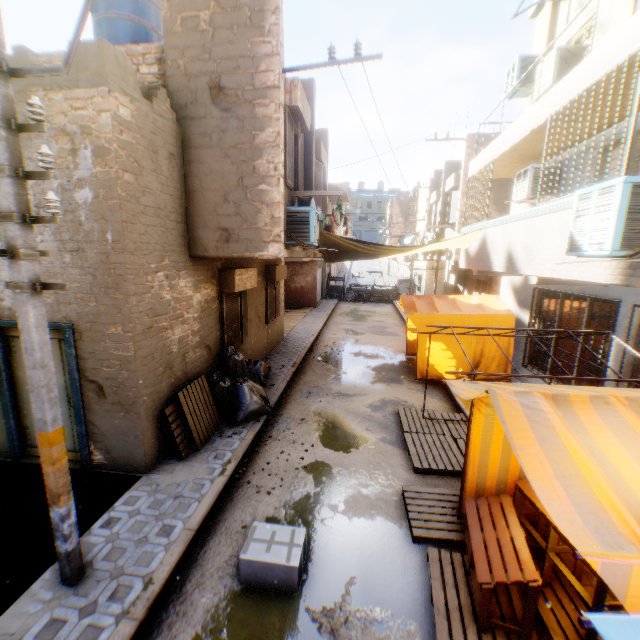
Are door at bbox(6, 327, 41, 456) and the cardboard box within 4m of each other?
yes

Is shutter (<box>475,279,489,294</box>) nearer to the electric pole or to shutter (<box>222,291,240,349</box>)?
shutter (<box>222,291,240,349</box>)

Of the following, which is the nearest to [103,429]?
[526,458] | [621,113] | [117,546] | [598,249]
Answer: [117,546]

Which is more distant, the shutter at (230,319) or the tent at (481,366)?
the tent at (481,366)

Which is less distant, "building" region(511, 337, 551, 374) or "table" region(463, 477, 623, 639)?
"table" region(463, 477, 623, 639)

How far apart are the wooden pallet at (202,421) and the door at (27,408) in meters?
1.3 m

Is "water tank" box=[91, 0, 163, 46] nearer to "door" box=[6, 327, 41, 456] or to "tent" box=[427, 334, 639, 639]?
"tent" box=[427, 334, 639, 639]

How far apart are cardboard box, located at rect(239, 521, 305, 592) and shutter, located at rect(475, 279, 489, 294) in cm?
799
